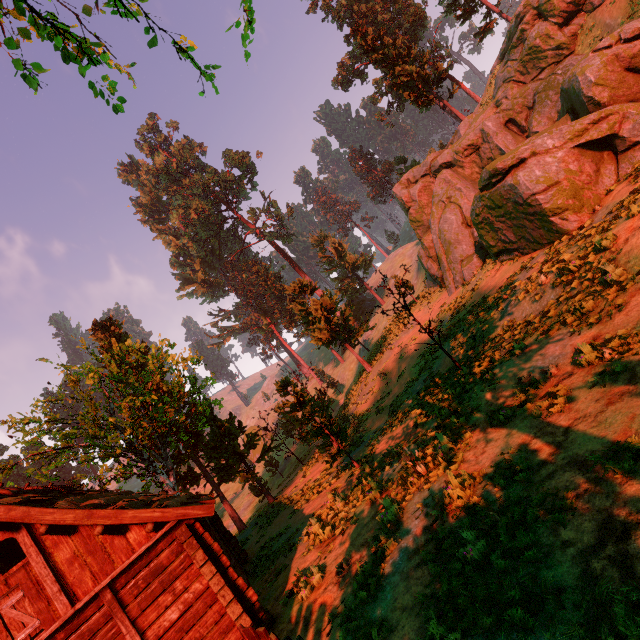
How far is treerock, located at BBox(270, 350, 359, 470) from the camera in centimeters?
1438cm

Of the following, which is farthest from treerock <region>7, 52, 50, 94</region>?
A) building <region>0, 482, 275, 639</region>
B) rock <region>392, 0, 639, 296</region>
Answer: rock <region>392, 0, 639, 296</region>

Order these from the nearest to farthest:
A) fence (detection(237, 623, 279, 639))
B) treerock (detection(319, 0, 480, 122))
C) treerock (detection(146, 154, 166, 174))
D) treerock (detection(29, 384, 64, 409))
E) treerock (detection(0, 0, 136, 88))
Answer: treerock (detection(0, 0, 136, 88)) < fence (detection(237, 623, 279, 639)) < treerock (detection(29, 384, 64, 409)) < treerock (detection(319, 0, 480, 122)) < treerock (detection(146, 154, 166, 174))

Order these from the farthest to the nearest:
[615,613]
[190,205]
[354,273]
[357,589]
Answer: [190,205] → [354,273] → [357,589] → [615,613]

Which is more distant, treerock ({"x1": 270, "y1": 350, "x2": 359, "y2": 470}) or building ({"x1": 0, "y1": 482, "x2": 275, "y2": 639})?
treerock ({"x1": 270, "y1": 350, "x2": 359, "y2": 470})

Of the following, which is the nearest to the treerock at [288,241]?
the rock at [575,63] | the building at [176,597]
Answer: the building at [176,597]
